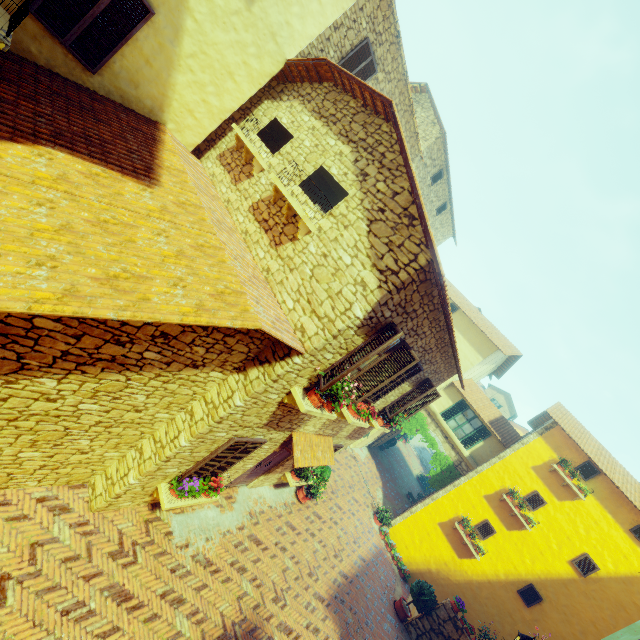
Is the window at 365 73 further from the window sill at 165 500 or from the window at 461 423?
the window sill at 165 500

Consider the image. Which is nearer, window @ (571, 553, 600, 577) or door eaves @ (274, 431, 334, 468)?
door eaves @ (274, 431, 334, 468)

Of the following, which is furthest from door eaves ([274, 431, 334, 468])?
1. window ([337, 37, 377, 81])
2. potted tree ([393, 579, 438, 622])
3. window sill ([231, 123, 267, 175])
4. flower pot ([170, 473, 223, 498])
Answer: window ([337, 37, 377, 81])

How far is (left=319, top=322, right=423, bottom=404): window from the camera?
5.3m

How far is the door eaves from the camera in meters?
7.7 m

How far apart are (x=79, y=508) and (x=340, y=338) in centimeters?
559cm

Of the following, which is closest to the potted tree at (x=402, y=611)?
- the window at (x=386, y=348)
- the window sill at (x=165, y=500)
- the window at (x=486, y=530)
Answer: the window at (x=486, y=530)

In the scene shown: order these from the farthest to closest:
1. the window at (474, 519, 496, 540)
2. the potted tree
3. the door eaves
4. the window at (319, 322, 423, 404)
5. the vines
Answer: the vines, the window at (474, 519, 496, 540), the potted tree, the door eaves, the window at (319, 322, 423, 404)
